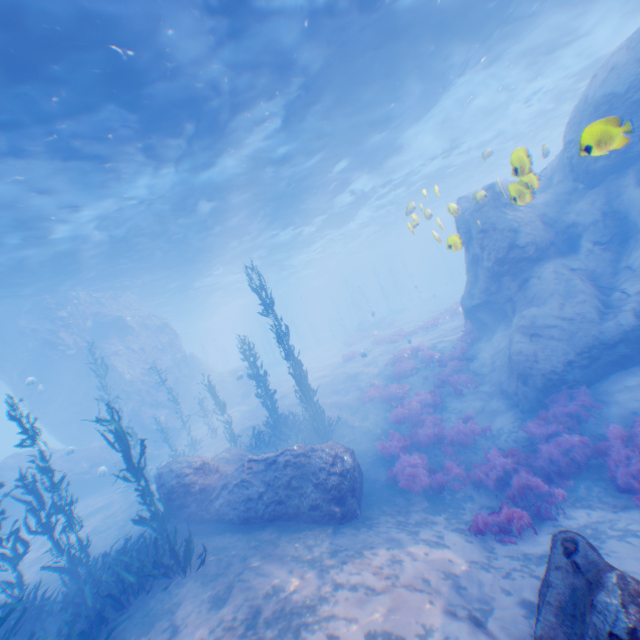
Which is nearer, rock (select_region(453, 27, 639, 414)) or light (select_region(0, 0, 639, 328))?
light (select_region(0, 0, 639, 328))

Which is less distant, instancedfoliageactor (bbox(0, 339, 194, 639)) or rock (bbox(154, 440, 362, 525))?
instancedfoliageactor (bbox(0, 339, 194, 639))

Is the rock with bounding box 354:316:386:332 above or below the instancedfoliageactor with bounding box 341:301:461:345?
above

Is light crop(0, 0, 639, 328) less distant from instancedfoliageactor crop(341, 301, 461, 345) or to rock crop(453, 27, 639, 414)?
rock crop(453, 27, 639, 414)

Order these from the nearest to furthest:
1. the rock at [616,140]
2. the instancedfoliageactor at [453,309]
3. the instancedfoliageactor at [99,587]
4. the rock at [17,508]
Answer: the instancedfoliageactor at [99,587] → the rock at [616,140] → the rock at [17,508] → the instancedfoliageactor at [453,309]

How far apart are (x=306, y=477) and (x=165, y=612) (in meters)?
4.08

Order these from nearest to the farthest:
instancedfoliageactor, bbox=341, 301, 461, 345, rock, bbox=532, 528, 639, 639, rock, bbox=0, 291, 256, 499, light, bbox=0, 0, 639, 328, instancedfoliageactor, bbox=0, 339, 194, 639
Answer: rock, bbox=532, 528, 639, 639 < instancedfoliageactor, bbox=0, 339, 194, 639 < light, bbox=0, 0, 639, 328 < rock, bbox=0, 291, 256, 499 < instancedfoliageactor, bbox=341, 301, 461, 345

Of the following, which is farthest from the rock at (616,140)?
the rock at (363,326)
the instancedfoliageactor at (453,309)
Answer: the rock at (363,326)
